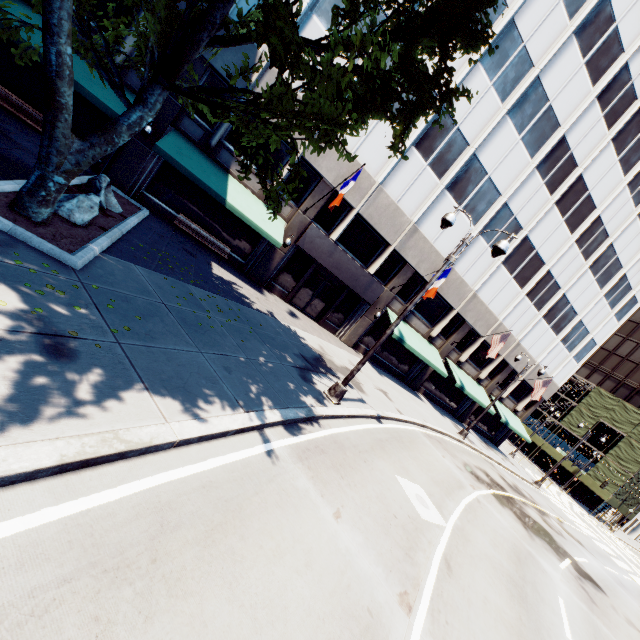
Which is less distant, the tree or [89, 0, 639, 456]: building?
the tree

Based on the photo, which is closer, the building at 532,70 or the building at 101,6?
the building at 101,6

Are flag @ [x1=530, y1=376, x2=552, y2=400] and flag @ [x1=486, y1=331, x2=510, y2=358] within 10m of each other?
yes

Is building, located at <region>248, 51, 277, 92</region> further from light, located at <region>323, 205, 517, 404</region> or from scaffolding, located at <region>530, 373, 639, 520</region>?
scaffolding, located at <region>530, 373, 639, 520</region>

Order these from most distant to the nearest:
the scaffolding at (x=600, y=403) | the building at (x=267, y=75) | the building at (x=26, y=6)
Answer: the scaffolding at (x=600, y=403) → the building at (x=267, y=75) → the building at (x=26, y=6)

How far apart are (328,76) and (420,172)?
14.13m

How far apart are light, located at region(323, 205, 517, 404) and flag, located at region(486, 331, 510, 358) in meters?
15.6

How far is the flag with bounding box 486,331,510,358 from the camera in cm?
2283
